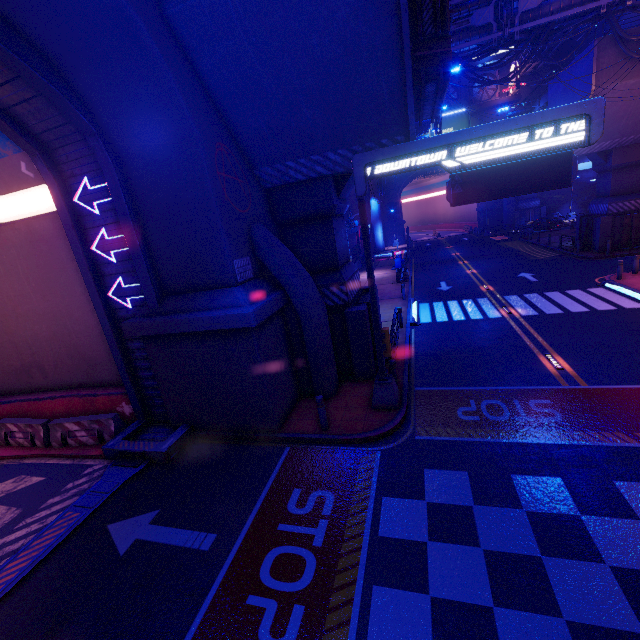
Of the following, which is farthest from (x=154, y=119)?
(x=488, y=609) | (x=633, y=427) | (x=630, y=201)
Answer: (x=630, y=201)

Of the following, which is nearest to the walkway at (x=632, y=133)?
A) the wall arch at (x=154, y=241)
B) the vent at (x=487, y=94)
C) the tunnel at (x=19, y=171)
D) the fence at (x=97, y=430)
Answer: the vent at (x=487, y=94)

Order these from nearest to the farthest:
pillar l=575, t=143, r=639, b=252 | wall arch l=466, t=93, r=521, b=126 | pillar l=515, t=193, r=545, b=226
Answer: pillar l=575, t=143, r=639, b=252 < wall arch l=466, t=93, r=521, b=126 < pillar l=515, t=193, r=545, b=226

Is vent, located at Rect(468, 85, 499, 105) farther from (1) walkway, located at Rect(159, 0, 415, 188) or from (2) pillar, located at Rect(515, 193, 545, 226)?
(1) walkway, located at Rect(159, 0, 415, 188)

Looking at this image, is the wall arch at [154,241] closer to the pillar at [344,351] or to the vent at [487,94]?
the pillar at [344,351]

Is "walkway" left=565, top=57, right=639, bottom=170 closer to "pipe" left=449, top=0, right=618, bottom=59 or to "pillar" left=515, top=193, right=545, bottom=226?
"pillar" left=515, top=193, right=545, bottom=226

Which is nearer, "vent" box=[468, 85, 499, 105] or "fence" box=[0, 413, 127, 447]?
"fence" box=[0, 413, 127, 447]

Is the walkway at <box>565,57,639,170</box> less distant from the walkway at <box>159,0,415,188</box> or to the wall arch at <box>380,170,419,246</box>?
the wall arch at <box>380,170,419,246</box>
